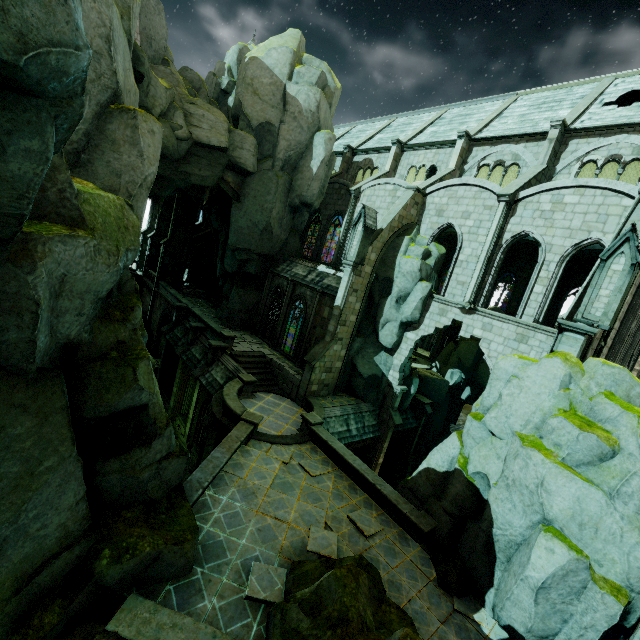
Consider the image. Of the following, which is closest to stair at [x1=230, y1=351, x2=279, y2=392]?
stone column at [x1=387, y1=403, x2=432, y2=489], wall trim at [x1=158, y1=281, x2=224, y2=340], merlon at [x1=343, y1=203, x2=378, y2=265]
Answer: wall trim at [x1=158, y1=281, x2=224, y2=340]

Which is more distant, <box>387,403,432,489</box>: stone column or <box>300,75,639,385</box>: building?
<box>387,403,432,489</box>: stone column

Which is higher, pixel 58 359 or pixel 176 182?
pixel 176 182

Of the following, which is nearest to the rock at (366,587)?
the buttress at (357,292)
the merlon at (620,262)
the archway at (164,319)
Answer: the merlon at (620,262)

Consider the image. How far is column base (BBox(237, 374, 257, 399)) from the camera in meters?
19.4 m

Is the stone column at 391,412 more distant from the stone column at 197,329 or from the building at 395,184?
the stone column at 197,329

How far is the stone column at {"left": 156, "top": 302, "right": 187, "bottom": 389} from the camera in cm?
2808

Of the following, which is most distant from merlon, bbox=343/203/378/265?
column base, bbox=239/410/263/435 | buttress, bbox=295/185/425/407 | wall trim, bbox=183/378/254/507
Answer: wall trim, bbox=183/378/254/507
